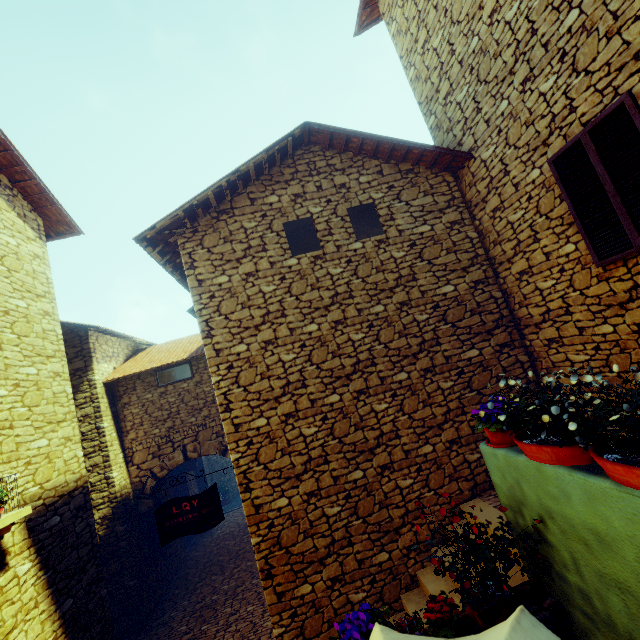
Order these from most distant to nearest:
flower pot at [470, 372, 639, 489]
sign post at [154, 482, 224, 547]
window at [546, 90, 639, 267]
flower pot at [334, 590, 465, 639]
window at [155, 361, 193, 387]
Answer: window at [155, 361, 193, 387]
sign post at [154, 482, 224, 547]
window at [546, 90, 639, 267]
flower pot at [334, 590, 465, 639]
flower pot at [470, 372, 639, 489]

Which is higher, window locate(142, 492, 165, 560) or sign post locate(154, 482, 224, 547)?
sign post locate(154, 482, 224, 547)

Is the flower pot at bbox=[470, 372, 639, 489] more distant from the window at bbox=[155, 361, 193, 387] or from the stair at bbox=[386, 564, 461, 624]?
the window at bbox=[155, 361, 193, 387]

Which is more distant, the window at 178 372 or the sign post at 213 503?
the window at 178 372

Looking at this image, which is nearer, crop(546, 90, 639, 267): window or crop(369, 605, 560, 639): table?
crop(369, 605, 560, 639): table

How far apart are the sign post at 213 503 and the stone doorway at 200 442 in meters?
3.9 m

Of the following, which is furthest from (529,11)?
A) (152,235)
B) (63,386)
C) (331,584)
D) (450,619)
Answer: (63,386)

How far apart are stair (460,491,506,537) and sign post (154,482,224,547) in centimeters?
280cm
